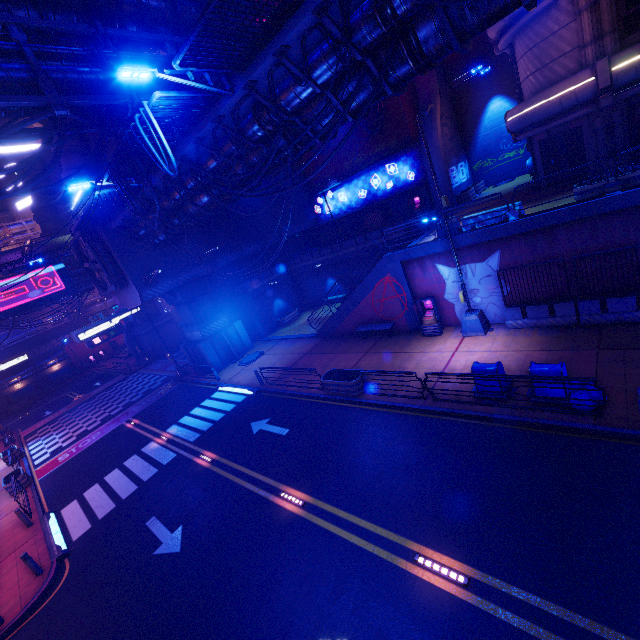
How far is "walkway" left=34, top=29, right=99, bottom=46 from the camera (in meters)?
10.68

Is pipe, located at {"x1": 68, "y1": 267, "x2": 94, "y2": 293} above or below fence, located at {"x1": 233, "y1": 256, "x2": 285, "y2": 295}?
above

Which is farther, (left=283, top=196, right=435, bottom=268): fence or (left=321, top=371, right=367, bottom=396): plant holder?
(left=283, top=196, right=435, bottom=268): fence

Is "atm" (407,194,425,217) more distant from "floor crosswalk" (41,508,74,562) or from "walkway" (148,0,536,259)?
"floor crosswalk" (41,508,74,562)

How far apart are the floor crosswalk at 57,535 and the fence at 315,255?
23.3m

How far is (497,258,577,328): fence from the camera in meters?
12.8

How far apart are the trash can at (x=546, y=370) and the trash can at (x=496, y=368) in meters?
0.3

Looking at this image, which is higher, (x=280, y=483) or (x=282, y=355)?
(x=282, y=355)
